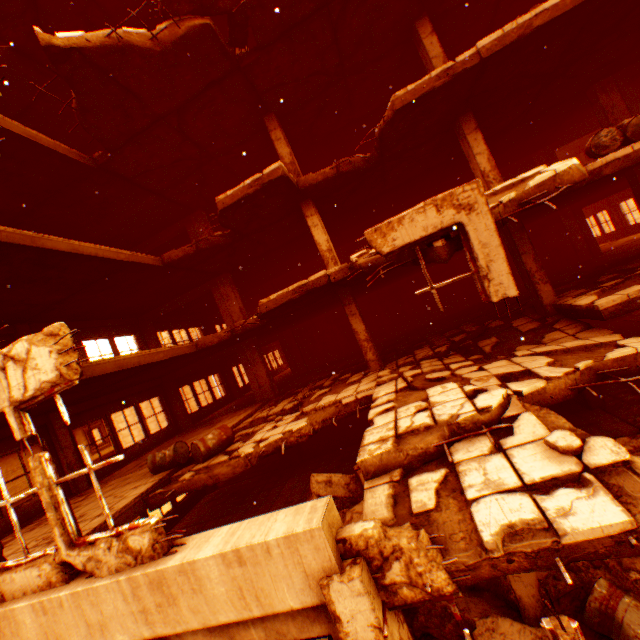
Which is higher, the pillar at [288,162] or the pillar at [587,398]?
the pillar at [288,162]

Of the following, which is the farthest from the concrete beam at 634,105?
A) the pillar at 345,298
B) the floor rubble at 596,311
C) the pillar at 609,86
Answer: the pillar at 345,298

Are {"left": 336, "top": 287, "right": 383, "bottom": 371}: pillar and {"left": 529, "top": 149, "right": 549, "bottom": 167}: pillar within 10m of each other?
no

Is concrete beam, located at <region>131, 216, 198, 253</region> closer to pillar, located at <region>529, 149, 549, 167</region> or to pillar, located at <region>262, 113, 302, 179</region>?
pillar, located at <region>262, 113, 302, 179</region>

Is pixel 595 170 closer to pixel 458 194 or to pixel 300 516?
pixel 458 194

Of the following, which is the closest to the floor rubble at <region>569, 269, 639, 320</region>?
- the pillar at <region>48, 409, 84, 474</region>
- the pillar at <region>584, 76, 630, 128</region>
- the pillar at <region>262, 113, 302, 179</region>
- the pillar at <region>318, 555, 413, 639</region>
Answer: the pillar at <region>318, 555, 413, 639</region>

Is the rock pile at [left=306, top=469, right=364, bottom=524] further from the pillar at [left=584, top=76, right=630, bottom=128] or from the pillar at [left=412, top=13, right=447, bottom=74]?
the pillar at [left=412, top=13, right=447, bottom=74]

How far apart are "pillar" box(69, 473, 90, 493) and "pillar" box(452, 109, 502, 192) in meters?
14.5 m
